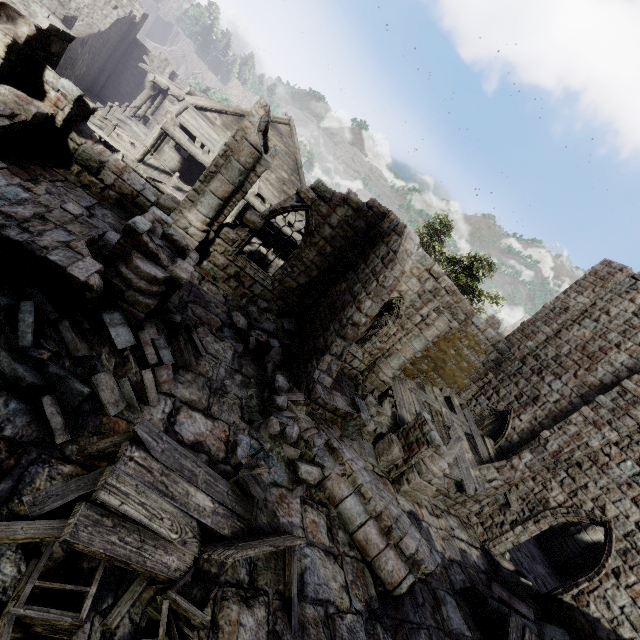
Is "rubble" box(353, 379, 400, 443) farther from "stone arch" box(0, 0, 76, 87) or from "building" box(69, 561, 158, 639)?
"stone arch" box(0, 0, 76, 87)

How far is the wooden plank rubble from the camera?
12.3 meters

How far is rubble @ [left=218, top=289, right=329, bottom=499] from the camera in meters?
7.4

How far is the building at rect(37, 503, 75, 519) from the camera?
3.7 meters

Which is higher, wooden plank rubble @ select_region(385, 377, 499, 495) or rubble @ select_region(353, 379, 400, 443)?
wooden plank rubble @ select_region(385, 377, 499, 495)

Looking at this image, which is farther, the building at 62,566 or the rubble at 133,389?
the rubble at 133,389

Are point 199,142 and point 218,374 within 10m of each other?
no

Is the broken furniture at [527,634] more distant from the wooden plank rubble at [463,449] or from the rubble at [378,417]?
the rubble at [378,417]
